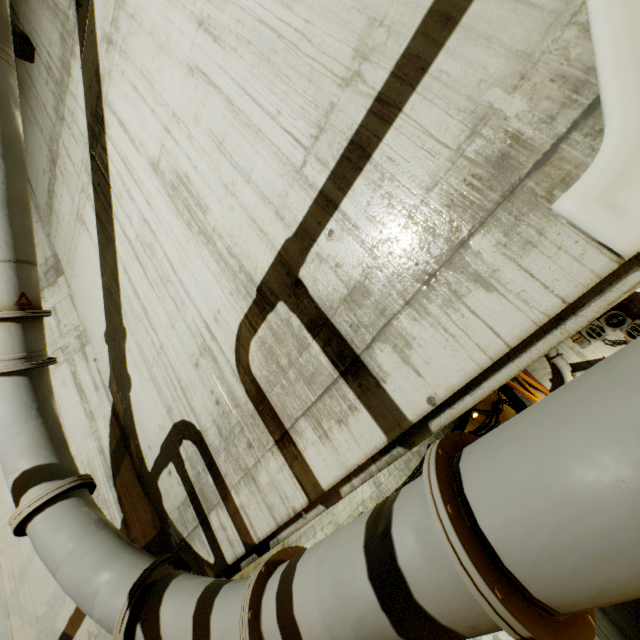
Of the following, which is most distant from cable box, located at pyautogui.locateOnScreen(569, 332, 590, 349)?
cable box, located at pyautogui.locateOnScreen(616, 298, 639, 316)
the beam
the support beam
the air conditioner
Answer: the beam

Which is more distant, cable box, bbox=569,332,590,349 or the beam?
cable box, bbox=569,332,590,349

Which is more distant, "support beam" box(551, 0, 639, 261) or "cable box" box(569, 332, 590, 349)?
"cable box" box(569, 332, 590, 349)

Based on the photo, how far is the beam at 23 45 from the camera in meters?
5.5 m

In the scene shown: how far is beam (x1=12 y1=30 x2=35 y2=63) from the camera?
5.48m

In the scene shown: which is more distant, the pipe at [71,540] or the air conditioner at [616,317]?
the air conditioner at [616,317]

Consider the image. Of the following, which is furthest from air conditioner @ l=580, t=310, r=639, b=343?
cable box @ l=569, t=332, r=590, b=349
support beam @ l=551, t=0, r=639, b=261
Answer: support beam @ l=551, t=0, r=639, b=261

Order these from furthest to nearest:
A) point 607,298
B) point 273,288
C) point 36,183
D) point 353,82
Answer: point 36,183, point 273,288, point 353,82, point 607,298
